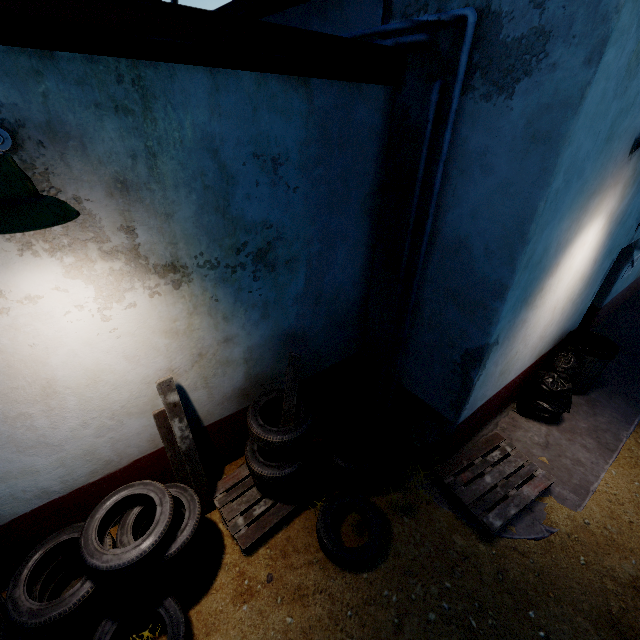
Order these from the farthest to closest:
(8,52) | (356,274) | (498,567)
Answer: (356,274) → (498,567) → (8,52)

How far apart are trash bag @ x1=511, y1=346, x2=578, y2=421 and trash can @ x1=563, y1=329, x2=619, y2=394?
0.0m

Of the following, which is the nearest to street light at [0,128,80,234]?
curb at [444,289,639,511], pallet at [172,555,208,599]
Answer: pallet at [172,555,208,599]

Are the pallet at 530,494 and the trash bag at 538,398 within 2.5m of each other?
yes

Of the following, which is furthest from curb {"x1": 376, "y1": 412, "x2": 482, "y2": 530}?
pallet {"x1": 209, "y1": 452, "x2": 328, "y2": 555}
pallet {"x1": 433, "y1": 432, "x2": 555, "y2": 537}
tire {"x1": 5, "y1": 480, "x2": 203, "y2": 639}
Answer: tire {"x1": 5, "y1": 480, "x2": 203, "y2": 639}

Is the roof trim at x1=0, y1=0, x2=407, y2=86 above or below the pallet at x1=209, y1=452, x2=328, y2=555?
above

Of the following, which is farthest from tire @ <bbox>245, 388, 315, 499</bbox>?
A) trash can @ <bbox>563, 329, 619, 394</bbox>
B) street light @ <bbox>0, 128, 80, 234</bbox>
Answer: trash can @ <bbox>563, 329, 619, 394</bbox>

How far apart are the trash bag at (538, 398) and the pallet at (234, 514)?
3.12m
